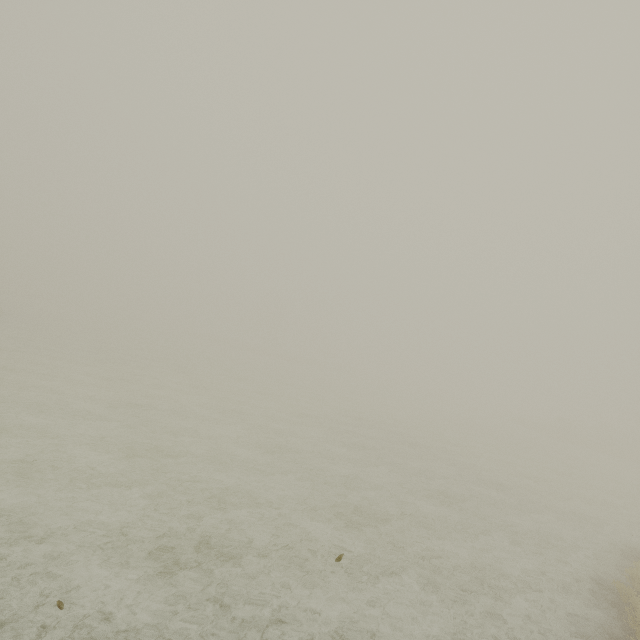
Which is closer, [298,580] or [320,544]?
[298,580]
